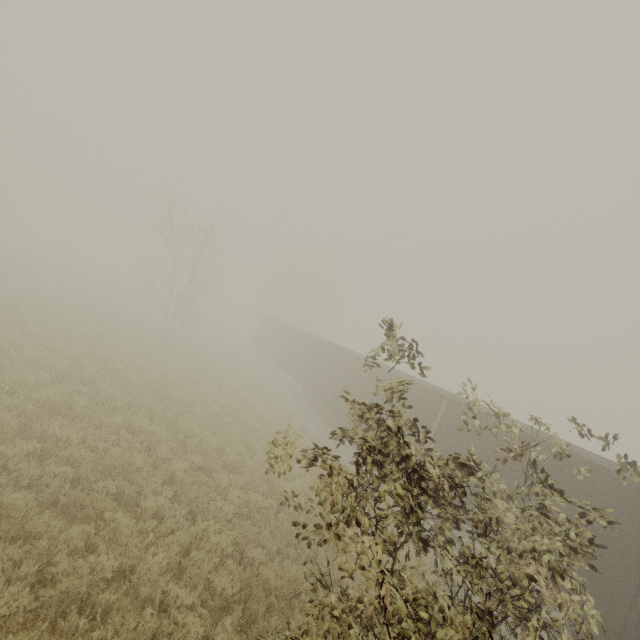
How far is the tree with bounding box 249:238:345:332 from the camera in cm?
4794

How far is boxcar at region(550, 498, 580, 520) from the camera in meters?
8.8 m

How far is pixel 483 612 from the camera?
2.8 meters

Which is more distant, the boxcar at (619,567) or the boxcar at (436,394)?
the boxcar at (436,394)

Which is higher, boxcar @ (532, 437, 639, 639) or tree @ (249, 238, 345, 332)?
tree @ (249, 238, 345, 332)

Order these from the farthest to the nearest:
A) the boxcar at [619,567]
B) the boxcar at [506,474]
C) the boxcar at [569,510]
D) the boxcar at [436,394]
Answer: the boxcar at [436,394] → the boxcar at [506,474] → the boxcar at [569,510] → the boxcar at [619,567]

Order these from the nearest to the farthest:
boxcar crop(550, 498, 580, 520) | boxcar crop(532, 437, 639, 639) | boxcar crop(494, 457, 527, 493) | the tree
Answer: boxcar crop(532, 437, 639, 639), boxcar crop(550, 498, 580, 520), boxcar crop(494, 457, 527, 493), the tree
